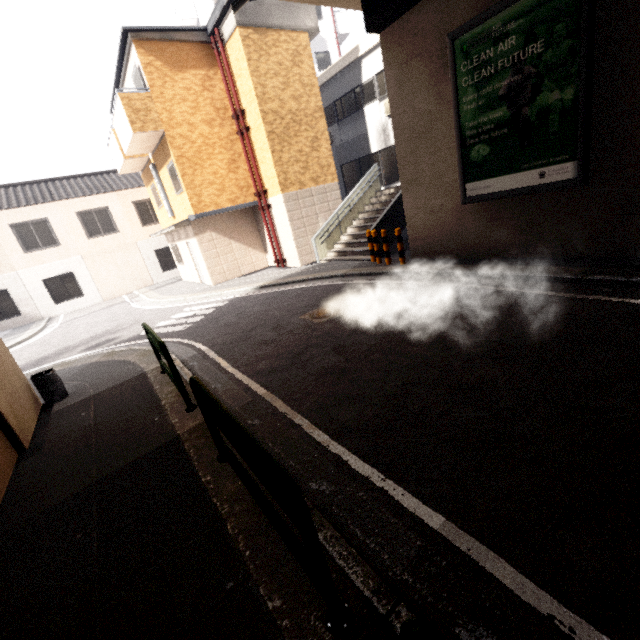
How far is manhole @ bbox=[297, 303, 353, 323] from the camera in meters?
7.2

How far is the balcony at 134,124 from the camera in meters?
11.2 m

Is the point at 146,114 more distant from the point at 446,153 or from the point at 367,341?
the point at 367,341

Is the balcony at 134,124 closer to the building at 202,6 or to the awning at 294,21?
the awning at 294,21

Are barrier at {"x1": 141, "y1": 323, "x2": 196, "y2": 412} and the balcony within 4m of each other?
no

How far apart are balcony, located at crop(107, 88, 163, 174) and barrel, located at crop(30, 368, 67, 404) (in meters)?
9.25

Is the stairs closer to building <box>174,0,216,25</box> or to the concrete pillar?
the concrete pillar

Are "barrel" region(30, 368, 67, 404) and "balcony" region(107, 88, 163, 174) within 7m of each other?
no
